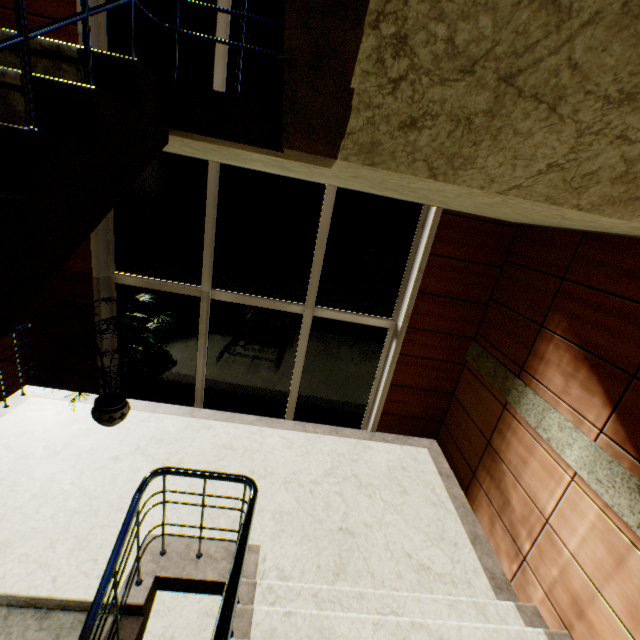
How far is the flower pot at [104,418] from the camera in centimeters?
387cm

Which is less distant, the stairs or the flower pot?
the stairs

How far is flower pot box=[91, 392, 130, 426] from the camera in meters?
3.9 m

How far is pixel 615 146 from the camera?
1.20m

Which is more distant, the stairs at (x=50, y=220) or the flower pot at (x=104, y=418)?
the flower pot at (x=104, y=418)
